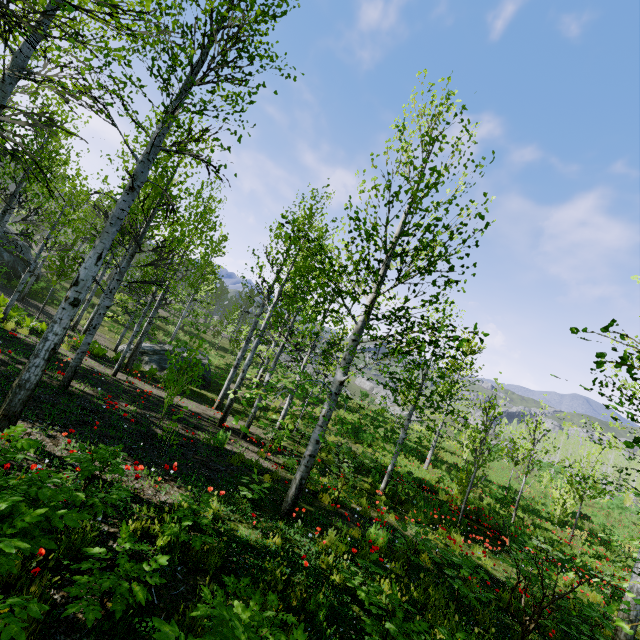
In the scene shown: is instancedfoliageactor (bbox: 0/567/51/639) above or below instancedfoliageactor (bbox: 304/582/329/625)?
above

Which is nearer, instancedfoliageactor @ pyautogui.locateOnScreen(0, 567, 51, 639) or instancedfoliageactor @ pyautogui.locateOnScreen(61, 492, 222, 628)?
instancedfoliageactor @ pyautogui.locateOnScreen(0, 567, 51, 639)

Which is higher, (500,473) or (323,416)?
(323,416)

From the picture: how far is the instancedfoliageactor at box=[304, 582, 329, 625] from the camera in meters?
3.7 m

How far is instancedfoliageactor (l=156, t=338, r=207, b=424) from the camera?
8.11m

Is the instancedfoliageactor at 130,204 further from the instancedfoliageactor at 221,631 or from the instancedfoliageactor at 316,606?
the instancedfoliageactor at 316,606

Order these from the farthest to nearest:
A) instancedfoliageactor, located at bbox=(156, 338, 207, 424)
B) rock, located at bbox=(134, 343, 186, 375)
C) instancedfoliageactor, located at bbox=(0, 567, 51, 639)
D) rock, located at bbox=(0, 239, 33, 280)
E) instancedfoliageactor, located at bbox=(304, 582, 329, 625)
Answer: rock, located at bbox=(0, 239, 33, 280) < rock, located at bbox=(134, 343, 186, 375) < instancedfoliageactor, located at bbox=(156, 338, 207, 424) < instancedfoliageactor, located at bbox=(304, 582, 329, 625) < instancedfoliageactor, located at bbox=(0, 567, 51, 639)

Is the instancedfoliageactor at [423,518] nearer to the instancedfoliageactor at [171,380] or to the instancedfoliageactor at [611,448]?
the instancedfoliageactor at [611,448]
